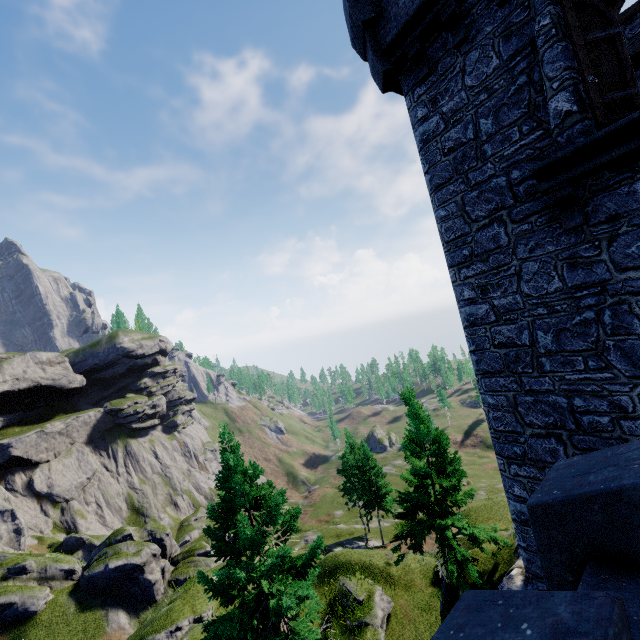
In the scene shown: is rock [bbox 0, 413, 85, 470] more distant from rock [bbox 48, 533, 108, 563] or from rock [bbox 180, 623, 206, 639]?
rock [bbox 180, 623, 206, 639]

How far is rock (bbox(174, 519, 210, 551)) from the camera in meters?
55.6 m

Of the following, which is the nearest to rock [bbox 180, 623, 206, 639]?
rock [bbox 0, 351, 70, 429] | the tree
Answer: the tree

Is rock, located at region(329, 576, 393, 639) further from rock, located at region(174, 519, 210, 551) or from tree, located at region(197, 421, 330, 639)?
rock, located at region(174, 519, 210, 551)

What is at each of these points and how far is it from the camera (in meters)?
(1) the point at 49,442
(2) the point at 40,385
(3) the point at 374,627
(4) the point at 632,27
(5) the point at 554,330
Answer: (1) rock, 53.91
(2) rock, 56.25
(3) rock, 16.39
(4) building, 10.61
(5) building, 6.71

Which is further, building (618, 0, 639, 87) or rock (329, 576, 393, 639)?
rock (329, 576, 393, 639)

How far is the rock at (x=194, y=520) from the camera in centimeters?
5560cm

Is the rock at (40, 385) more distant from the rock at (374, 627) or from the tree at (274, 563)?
the tree at (274, 563)
